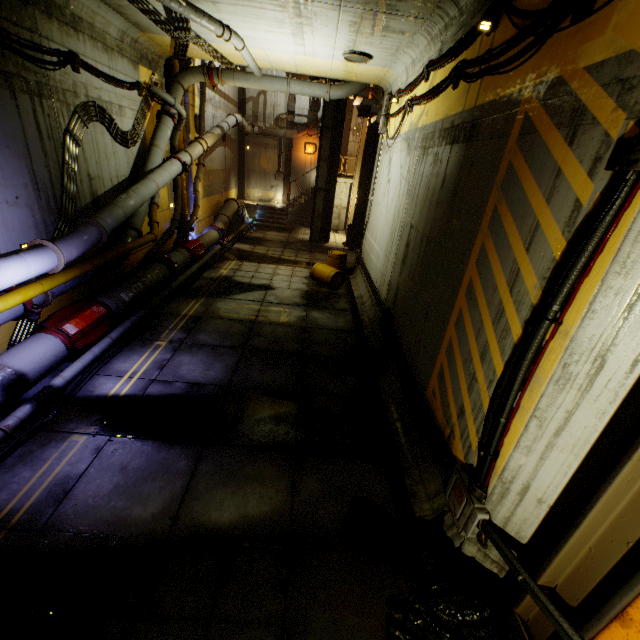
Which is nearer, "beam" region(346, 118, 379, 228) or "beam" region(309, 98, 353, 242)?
"beam" region(309, 98, 353, 242)

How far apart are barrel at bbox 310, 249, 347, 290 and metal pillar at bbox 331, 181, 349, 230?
11.0 meters

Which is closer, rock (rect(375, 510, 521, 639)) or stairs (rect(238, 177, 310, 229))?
rock (rect(375, 510, 521, 639))

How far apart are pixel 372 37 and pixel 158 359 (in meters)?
9.04

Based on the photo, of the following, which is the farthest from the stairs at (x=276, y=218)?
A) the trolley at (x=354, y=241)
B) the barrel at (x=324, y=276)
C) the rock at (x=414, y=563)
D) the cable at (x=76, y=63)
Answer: the rock at (x=414, y=563)

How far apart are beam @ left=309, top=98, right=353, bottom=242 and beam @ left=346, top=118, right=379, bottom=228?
1.24m

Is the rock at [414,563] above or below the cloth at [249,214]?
below

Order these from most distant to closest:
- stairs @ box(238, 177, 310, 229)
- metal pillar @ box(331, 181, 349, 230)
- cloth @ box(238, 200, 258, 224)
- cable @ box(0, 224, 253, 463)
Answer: metal pillar @ box(331, 181, 349, 230) < stairs @ box(238, 177, 310, 229) < cloth @ box(238, 200, 258, 224) < cable @ box(0, 224, 253, 463)
